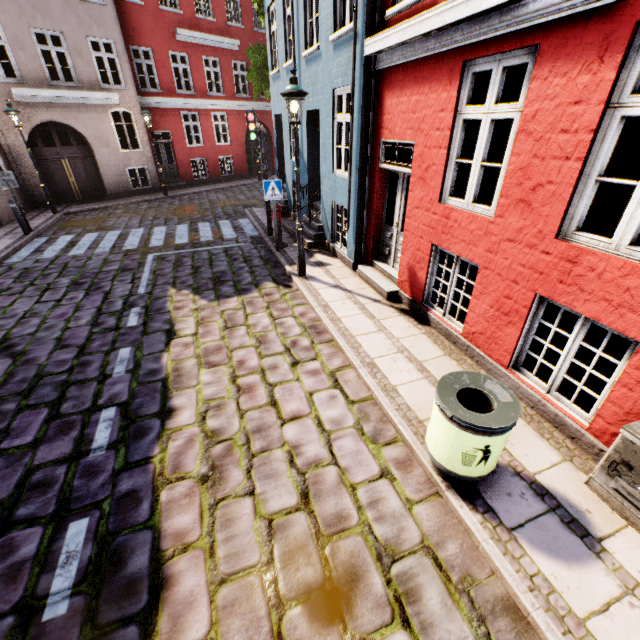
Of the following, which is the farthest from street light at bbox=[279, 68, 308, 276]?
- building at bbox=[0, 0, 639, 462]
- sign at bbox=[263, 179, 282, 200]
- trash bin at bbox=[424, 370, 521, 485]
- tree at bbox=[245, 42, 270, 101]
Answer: tree at bbox=[245, 42, 270, 101]

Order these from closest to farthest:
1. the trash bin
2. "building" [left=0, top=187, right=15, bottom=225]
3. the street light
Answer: the trash bin
the street light
"building" [left=0, top=187, right=15, bottom=225]

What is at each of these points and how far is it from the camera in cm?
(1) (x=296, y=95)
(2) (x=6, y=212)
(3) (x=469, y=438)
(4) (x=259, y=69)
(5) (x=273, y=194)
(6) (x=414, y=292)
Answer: (1) street light, 582
(2) building, 1250
(3) trash bin, 279
(4) tree, 1337
(5) sign, 849
(6) building, 617

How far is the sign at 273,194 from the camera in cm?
832

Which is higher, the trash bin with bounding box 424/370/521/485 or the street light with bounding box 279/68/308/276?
the street light with bounding box 279/68/308/276

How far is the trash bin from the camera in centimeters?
275cm

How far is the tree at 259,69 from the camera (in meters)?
13.23

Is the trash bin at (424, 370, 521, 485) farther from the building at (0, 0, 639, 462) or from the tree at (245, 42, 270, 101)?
the tree at (245, 42, 270, 101)
